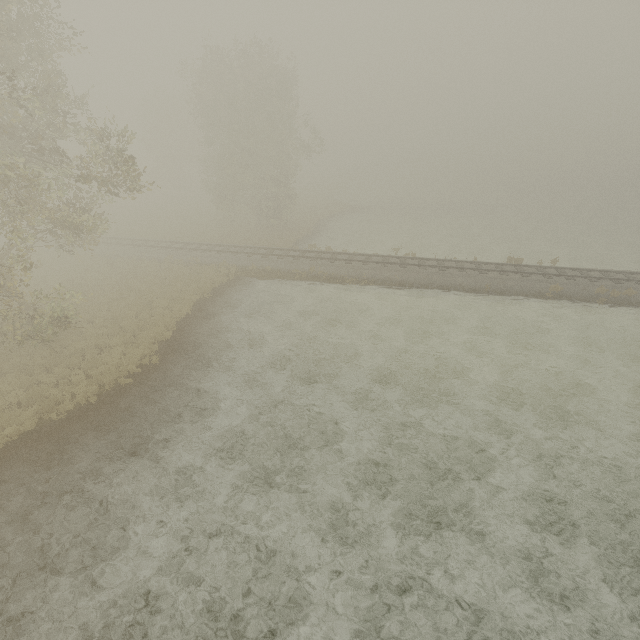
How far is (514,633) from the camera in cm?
723
